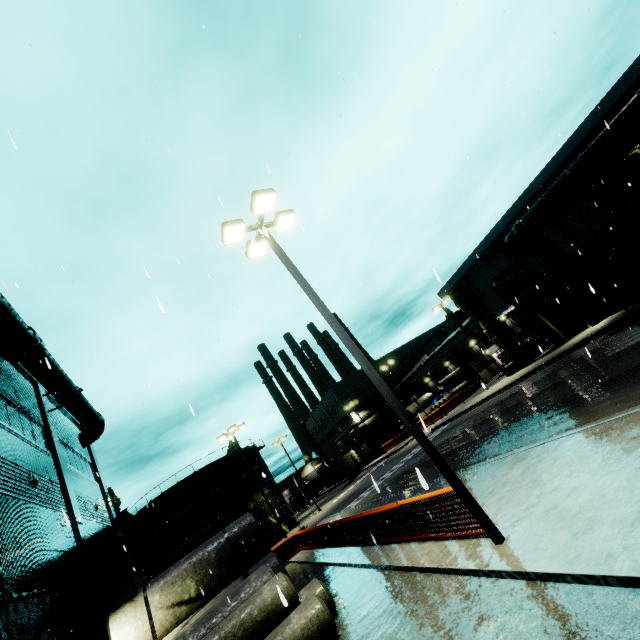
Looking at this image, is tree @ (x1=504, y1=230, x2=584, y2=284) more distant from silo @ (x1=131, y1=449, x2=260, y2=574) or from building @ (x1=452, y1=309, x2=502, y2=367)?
silo @ (x1=131, y1=449, x2=260, y2=574)

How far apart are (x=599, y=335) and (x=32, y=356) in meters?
30.5 m

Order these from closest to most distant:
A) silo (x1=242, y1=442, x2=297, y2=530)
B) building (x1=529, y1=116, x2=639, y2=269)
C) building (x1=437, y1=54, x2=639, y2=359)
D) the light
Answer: the light < building (x1=437, y1=54, x2=639, y2=359) < building (x1=529, y1=116, x2=639, y2=269) < silo (x1=242, y1=442, x2=297, y2=530)

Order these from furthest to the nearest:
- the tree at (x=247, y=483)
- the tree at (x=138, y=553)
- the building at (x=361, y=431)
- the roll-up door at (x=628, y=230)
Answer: the building at (x=361, y=431), the tree at (x=247, y=483), the tree at (x=138, y=553), the roll-up door at (x=628, y=230)

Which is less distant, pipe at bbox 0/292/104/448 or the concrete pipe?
the concrete pipe

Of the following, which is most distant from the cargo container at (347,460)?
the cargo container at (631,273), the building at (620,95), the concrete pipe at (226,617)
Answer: the concrete pipe at (226,617)

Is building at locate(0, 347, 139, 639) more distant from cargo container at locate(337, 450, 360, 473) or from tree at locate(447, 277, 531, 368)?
cargo container at locate(337, 450, 360, 473)

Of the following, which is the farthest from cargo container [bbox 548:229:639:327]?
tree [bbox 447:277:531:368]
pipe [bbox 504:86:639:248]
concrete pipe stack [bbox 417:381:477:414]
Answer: tree [bbox 447:277:531:368]
